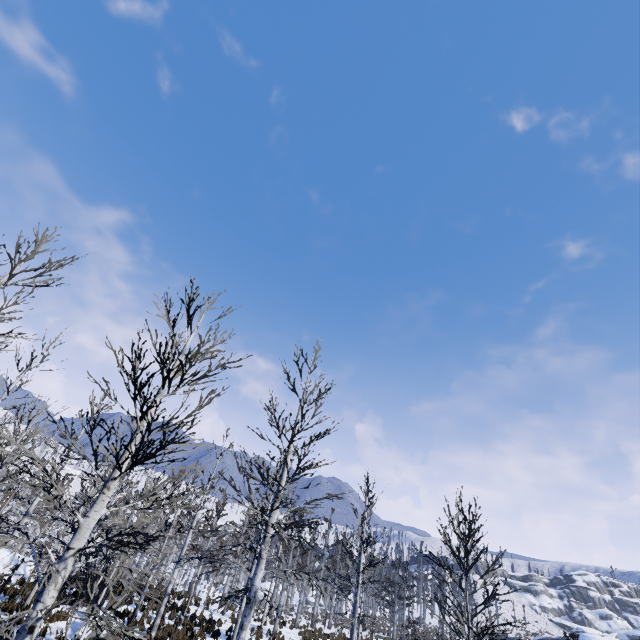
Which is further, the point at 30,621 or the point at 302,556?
the point at 302,556
